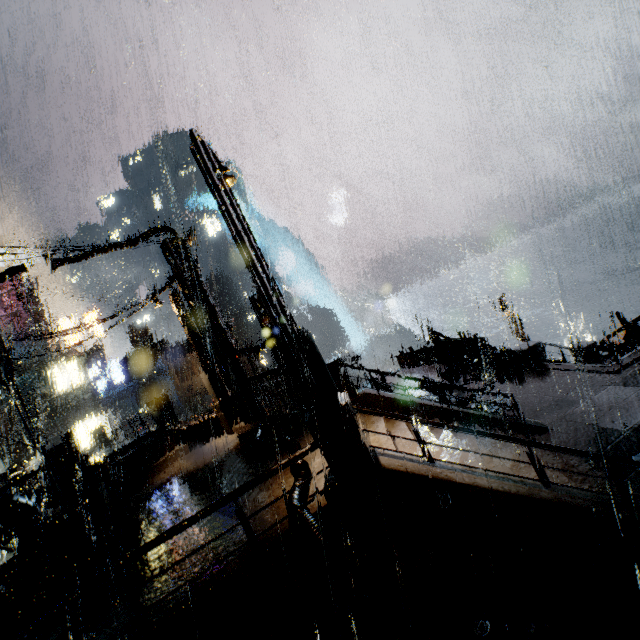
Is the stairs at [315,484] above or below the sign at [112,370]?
below

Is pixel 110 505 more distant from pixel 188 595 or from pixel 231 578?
pixel 231 578

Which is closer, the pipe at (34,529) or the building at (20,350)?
the pipe at (34,529)

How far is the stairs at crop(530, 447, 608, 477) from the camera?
7.92m

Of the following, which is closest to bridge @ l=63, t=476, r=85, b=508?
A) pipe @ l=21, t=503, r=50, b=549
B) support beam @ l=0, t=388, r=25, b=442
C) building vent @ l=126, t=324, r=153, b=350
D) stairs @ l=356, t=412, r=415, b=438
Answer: pipe @ l=21, t=503, r=50, b=549

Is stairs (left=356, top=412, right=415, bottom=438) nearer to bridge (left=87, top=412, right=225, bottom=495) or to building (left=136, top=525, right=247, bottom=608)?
building (left=136, top=525, right=247, bottom=608)

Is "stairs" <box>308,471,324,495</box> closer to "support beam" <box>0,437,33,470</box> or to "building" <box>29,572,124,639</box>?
"building" <box>29,572,124,639</box>

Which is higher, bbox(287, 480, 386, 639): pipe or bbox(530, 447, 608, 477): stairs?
bbox(287, 480, 386, 639): pipe
